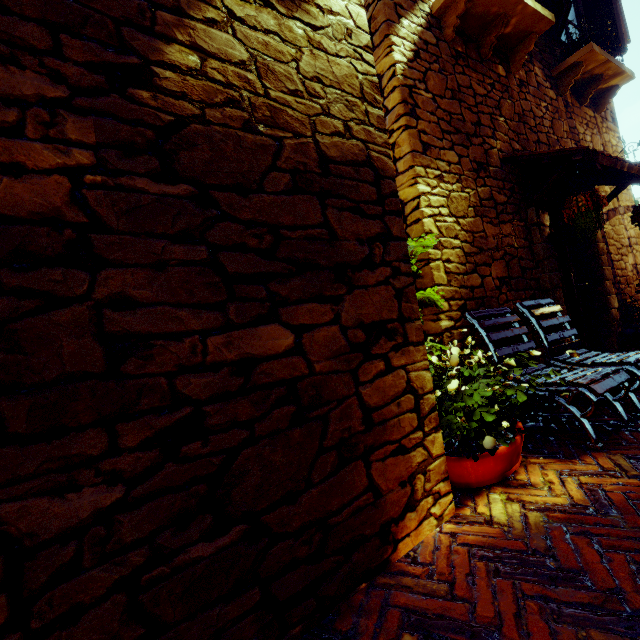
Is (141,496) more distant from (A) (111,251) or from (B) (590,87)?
(B) (590,87)

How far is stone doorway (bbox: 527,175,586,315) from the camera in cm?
371

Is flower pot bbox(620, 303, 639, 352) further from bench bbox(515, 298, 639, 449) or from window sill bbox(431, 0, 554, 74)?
window sill bbox(431, 0, 554, 74)

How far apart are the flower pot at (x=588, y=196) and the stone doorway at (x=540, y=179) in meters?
0.3 m

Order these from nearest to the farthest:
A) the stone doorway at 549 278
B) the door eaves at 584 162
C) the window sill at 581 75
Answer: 1. the door eaves at 584 162
2. the stone doorway at 549 278
3. the window sill at 581 75

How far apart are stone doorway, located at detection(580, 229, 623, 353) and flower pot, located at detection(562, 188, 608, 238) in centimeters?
33cm

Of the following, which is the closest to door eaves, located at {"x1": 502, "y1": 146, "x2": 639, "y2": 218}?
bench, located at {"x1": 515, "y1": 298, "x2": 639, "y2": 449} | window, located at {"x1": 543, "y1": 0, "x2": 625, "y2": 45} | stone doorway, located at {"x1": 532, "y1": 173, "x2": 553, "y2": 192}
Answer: stone doorway, located at {"x1": 532, "y1": 173, "x2": 553, "y2": 192}

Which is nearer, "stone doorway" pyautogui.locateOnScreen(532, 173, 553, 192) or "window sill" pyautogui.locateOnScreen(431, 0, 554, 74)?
"window sill" pyautogui.locateOnScreen(431, 0, 554, 74)
